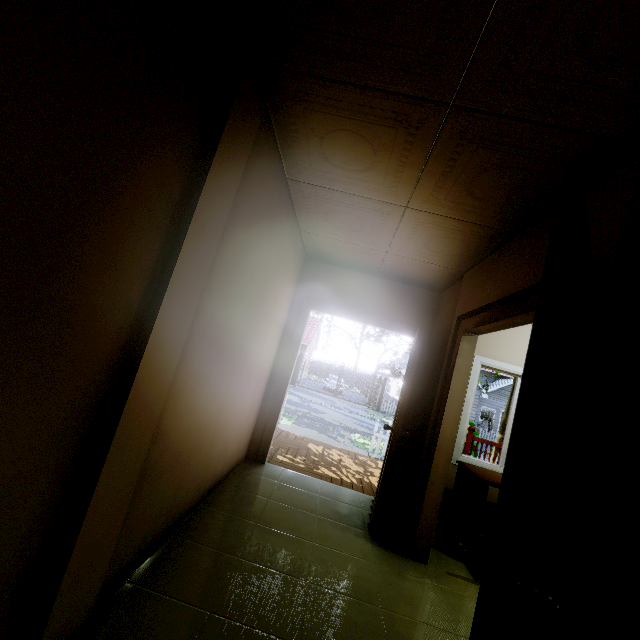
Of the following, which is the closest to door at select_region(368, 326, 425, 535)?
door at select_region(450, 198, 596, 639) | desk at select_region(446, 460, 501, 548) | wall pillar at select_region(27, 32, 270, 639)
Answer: Answer: desk at select_region(446, 460, 501, 548)

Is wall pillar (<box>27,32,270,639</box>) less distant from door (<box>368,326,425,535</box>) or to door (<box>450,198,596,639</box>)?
door (<box>450,198,596,639</box>)

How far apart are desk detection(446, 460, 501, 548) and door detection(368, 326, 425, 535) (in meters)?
→ 0.72

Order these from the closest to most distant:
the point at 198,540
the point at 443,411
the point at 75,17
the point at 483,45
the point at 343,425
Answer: the point at 75,17
the point at 483,45
the point at 198,540
the point at 443,411
the point at 343,425

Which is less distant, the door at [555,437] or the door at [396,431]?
the door at [555,437]

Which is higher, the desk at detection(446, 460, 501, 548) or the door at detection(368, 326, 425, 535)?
the door at detection(368, 326, 425, 535)

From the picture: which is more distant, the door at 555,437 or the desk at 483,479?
the desk at 483,479

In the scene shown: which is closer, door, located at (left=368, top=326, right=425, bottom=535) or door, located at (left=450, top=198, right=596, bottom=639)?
door, located at (left=450, top=198, right=596, bottom=639)
